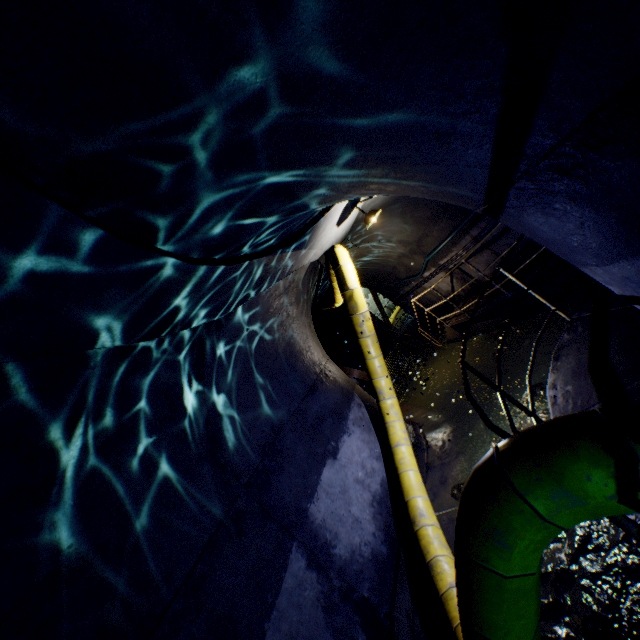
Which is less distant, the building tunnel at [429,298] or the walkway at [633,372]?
the walkway at [633,372]

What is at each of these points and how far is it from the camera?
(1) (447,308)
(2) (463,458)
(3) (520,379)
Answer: (1) building tunnel, 11.80m
(2) building tunnel, 5.95m
(3) building tunnel, 6.39m

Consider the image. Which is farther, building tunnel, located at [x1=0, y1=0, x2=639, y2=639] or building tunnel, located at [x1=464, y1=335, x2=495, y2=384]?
building tunnel, located at [x1=464, y1=335, x2=495, y2=384]

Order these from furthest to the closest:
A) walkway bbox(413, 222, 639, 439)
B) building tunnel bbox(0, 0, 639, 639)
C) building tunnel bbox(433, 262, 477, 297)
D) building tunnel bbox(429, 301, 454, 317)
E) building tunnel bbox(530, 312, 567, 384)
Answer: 1. building tunnel bbox(429, 301, 454, 317)
2. building tunnel bbox(433, 262, 477, 297)
3. building tunnel bbox(530, 312, 567, 384)
4. walkway bbox(413, 222, 639, 439)
5. building tunnel bbox(0, 0, 639, 639)

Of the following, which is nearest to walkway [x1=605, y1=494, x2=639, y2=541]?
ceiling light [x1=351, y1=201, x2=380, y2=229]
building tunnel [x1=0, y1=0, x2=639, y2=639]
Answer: building tunnel [x1=0, y1=0, x2=639, y2=639]

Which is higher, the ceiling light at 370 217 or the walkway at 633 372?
the ceiling light at 370 217

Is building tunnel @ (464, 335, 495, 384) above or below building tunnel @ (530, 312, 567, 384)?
above
